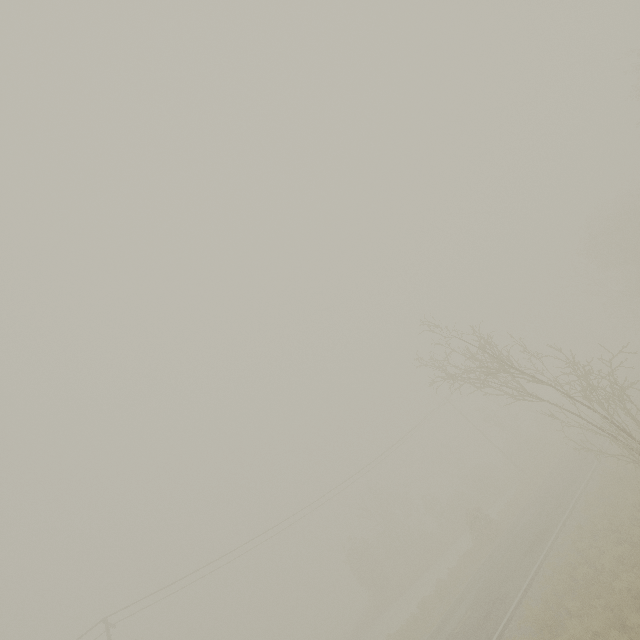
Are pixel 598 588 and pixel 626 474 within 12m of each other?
yes
